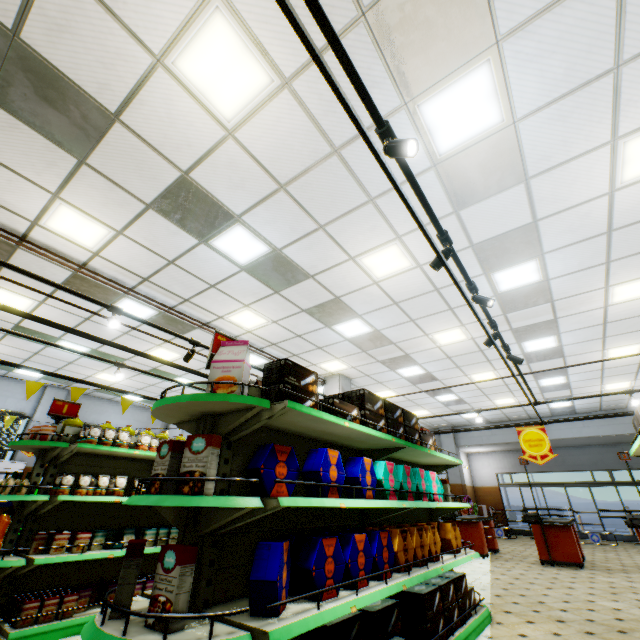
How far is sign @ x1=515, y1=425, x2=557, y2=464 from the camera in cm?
686

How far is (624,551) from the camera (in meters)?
11.03

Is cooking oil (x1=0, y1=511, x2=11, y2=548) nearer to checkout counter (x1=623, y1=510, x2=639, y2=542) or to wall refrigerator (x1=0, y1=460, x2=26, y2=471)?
wall refrigerator (x1=0, y1=460, x2=26, y2=471)

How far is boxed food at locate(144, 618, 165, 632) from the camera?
1.61m

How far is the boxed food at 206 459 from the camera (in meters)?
1.97

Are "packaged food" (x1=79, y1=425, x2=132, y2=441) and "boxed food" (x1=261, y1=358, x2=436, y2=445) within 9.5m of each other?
yes

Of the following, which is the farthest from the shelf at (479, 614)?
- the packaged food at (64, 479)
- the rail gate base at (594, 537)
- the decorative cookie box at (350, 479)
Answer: the rail gate base at (594, 537)

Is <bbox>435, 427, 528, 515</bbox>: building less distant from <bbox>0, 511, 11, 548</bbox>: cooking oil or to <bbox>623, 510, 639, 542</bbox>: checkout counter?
<bbox>623, 510, 639, 542</bbox>: checkout counter
